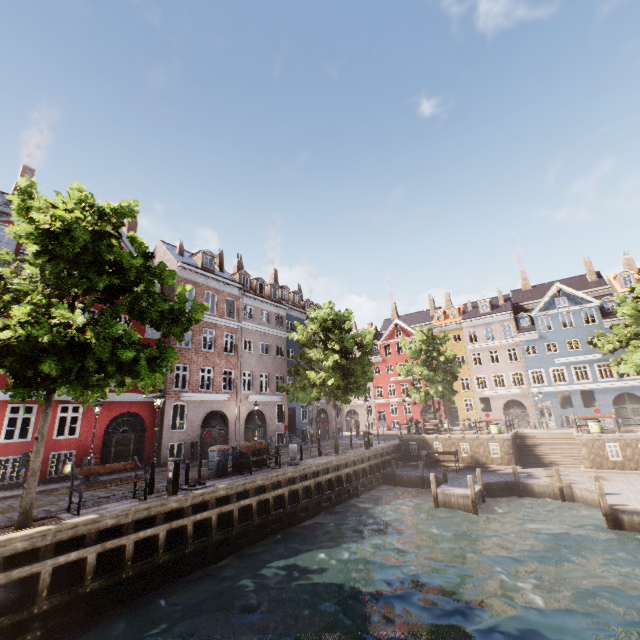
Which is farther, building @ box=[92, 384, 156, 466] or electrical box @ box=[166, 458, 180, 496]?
building @ box=[92, 384, 156, 466]

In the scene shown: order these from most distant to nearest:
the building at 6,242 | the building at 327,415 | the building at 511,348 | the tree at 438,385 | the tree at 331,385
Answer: the building at 327,415, the building at 511,348, the tree at 438,385, the tree at 331,385, the building at 6,242

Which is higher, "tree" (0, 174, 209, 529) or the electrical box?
"tree" (0, 174, 209, 529)

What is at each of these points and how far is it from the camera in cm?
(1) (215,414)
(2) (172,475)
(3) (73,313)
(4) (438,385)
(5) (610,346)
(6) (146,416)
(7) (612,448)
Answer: (1) building, 2423
(2) electrical box, 1162
(3) tree, 1055
(4) tree, 3103
(5) tree, 2528
(6) building, 2039
(7) window, 1936

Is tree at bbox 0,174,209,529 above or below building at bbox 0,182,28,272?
below

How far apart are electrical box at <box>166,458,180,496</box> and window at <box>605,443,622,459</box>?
23.97m

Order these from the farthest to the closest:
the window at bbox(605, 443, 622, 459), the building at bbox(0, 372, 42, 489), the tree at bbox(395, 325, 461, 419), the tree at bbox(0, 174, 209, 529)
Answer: the tree at bbox(395, 325, 461, 419)
the window at bbox(605, 443, 622, 459)
the building at bbox(0, 372, 42, 489)
the tree at bbox(0, 174, 209, 529)

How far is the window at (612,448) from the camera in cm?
1914
